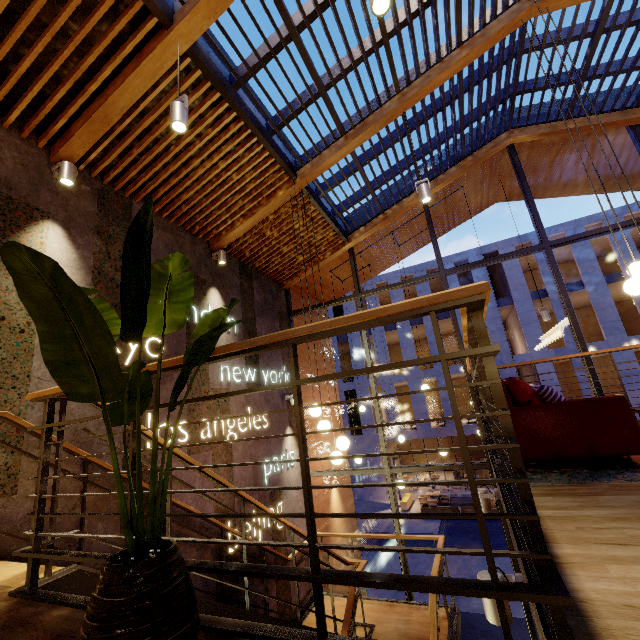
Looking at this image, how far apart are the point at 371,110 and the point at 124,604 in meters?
6.2 m

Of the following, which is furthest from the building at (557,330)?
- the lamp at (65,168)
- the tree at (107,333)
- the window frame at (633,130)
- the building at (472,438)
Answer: the tree at (107,333)

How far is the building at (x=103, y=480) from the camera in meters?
3.5 m

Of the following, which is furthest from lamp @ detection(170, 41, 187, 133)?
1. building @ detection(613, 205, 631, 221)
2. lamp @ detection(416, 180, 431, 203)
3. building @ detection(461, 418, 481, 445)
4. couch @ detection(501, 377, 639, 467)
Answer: building @ detection(461, 418, 481, 445)

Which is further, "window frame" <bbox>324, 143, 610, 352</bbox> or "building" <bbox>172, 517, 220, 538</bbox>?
"window frame" <bbox>324, 143, 610, 352</bbox>

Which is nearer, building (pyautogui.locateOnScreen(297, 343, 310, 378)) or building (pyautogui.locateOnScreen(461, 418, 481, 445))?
building (pyautogui.locateOnScreen(297, 343, 310, 378))

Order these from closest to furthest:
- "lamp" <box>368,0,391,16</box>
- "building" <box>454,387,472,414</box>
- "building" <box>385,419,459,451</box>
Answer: "lamp" <box>368,0,391,16</box>, "building" <box>385,419,459,451</box>, "building" <box>454,387,472,414</box>

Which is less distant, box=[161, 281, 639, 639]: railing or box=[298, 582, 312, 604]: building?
box=[161, 281, 639, 639]: railing
